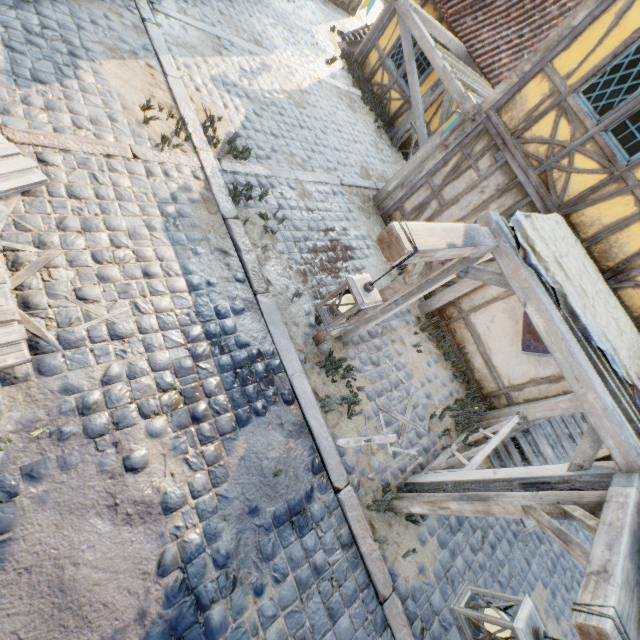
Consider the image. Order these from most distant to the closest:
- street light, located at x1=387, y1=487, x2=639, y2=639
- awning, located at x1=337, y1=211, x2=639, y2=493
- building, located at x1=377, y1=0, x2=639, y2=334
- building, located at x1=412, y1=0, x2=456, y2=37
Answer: building, located at x1=412, y1=0, x2=456, y2=37, building, located at x1=377, y1=0, x2=639, y2=334, awning, located at x1=337, y1=211, x2=639, y2=493, street light, located at x1=387, y1=487, x2=639, y2=639

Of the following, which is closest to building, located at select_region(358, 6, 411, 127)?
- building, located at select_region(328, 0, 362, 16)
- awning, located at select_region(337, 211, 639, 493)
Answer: building, located at select_region(328, 0, 362, 16)

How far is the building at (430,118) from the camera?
9.57m

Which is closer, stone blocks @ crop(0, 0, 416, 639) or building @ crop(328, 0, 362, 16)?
stone blocks @ crop(0, 0, 416, 639)

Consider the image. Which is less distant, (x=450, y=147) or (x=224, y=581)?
(x=224, y=581)

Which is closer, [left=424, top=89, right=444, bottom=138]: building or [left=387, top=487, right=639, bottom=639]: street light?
[left=387, top=487, right=639, bottom=639]: street light

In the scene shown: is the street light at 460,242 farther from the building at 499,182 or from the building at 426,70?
the building at 426,70

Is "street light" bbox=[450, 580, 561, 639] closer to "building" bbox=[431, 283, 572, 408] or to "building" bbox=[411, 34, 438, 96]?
"building" bbox=[431, 283, 572, 408]
